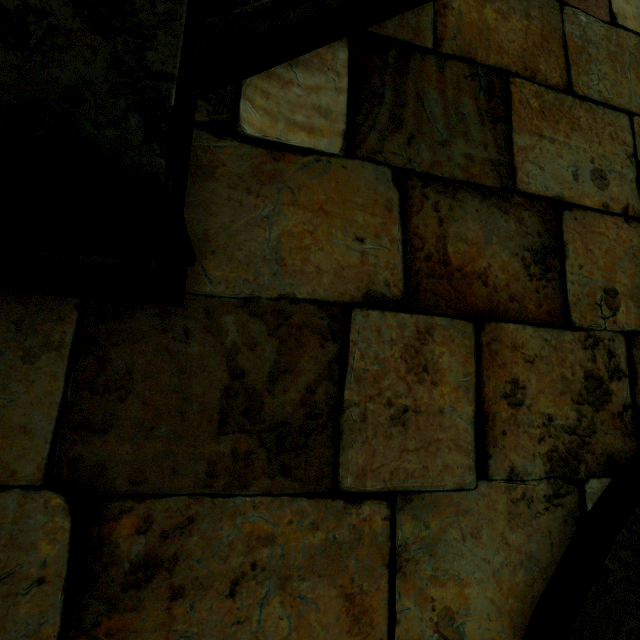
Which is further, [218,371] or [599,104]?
[599,104]
